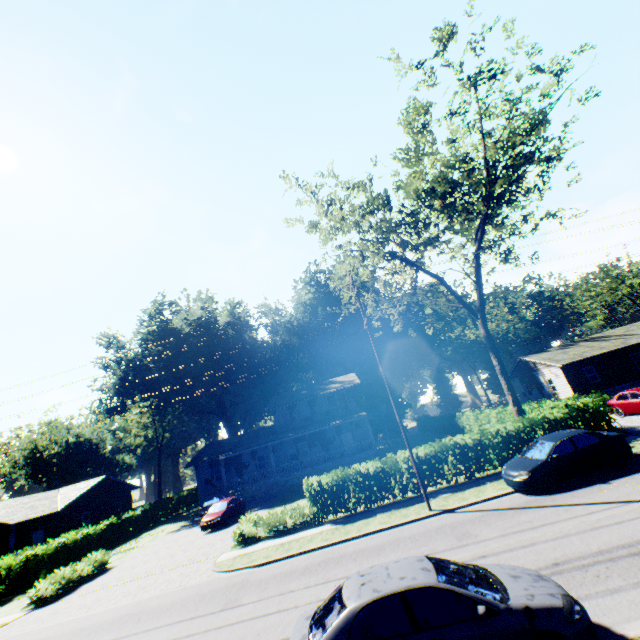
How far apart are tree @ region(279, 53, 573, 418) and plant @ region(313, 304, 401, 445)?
32.15m

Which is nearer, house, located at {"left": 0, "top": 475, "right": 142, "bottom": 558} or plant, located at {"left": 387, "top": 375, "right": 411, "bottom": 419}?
house, located at {"left": 0, "top": 475, "right": 142, "bottom": 558}

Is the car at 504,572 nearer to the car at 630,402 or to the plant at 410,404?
the plant at 410,404

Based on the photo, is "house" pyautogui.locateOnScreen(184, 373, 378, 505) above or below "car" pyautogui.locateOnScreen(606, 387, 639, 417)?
above

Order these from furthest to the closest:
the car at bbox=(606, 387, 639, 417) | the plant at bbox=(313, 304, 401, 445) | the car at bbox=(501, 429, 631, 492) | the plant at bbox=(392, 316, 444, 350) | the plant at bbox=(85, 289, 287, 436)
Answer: the plant at bbox=(392, 316, 444, 350) → the plant at bbox=(313, 304, 401, 445) → the plant at bbox=(85, 289, 287, 436) → the car at bbox=(606, 387, 639, 417) → the car at bbox=(501, 429, 631, 492)

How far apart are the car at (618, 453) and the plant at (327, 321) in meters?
39.9 m

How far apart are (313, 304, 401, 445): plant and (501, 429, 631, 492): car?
39.9 meters

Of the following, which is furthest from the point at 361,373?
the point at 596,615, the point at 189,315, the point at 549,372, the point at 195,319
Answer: the point at 596,615
